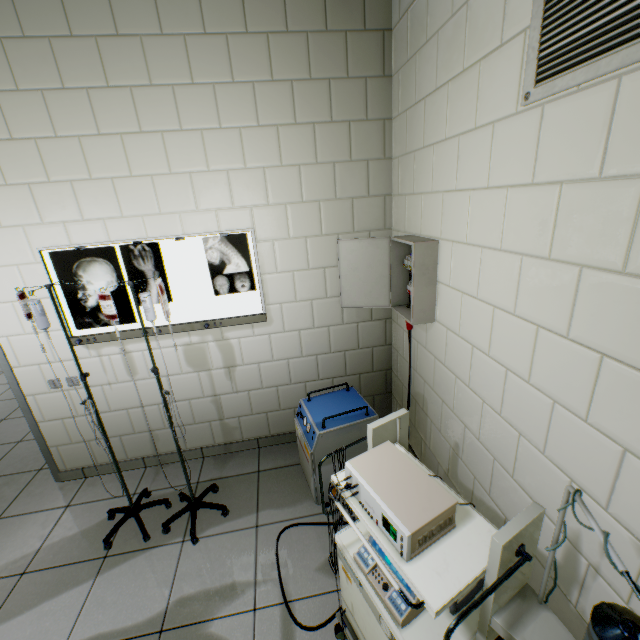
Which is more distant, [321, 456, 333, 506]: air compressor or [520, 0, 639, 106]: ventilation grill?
[321, 456, 333, 506]: air compressor

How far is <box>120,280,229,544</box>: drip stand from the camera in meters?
1.8

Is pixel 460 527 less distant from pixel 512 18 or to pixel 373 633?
pixel 373 633

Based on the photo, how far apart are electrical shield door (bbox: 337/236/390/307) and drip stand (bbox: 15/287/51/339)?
1.2m

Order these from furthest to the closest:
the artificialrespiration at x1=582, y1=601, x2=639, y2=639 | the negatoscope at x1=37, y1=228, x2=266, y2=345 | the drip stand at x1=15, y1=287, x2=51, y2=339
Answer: the negatoscope at x1=37, y1=228, x2=266, y2=345
the drip stand at x1=15, y1=287, x2=51, y2=339
the artificialrespiration at x1=582, y1=601, x2=639, y2=639

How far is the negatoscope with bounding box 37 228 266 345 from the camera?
2.2m

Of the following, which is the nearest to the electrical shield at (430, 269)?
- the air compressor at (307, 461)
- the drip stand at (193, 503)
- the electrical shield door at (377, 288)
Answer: the electrical shield door at (377, 288)

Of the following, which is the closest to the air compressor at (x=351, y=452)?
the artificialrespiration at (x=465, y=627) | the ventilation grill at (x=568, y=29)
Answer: the artificialrespiration at (x=465, y=627)
